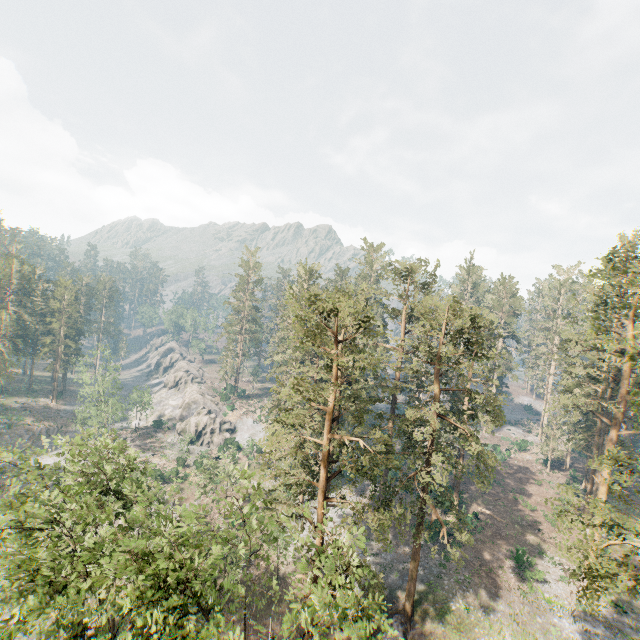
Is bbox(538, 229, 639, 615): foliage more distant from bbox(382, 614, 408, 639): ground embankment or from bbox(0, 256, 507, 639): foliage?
bbox(0, 256, 507, 639): foliage

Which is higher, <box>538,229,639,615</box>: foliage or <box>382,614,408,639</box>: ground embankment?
<box>538,229,639,615</box>: foliage

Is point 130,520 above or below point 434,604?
above

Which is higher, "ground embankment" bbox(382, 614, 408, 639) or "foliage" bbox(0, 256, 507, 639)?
"foliage" bbox(0, 256, 507, 639)

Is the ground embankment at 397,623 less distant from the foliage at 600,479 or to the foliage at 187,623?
the foliage at 600,479

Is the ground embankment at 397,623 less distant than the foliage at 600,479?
No

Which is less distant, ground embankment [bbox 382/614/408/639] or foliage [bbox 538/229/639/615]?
foliage [bbox 538/229/639/615]

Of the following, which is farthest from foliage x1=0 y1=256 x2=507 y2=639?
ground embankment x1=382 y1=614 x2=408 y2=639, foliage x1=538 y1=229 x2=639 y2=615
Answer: ground embankment x1=382 y1=614 x2=408 y2=639
